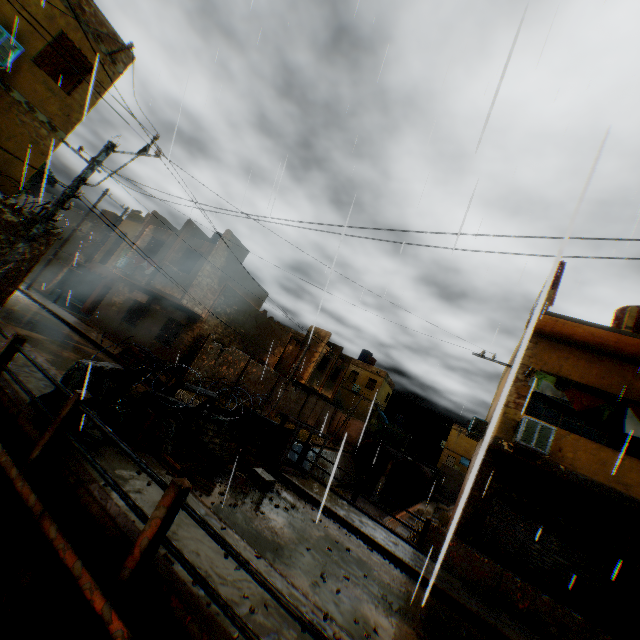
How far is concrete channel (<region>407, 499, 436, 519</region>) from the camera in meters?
20.3 m

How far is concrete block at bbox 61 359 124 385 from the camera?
5.79m

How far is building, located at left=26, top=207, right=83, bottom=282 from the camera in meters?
27.4 m

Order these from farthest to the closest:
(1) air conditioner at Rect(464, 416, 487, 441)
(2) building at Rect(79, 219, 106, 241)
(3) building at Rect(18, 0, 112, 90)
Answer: (2) building at Rect(79, 219, 106, 241)
(1) air conditioner at Rect(464, 416, 487, 441)
(3) building at Rect(18, 0, 112, 90)

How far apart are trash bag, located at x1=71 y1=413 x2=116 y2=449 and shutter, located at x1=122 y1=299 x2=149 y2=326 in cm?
1602

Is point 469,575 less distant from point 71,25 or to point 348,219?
point 348,219

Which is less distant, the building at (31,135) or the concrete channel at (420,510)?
the building at (31,135)

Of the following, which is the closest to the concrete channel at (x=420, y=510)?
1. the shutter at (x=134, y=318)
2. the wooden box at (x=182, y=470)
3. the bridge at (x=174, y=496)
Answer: the bridge at (x=174, y=496)
